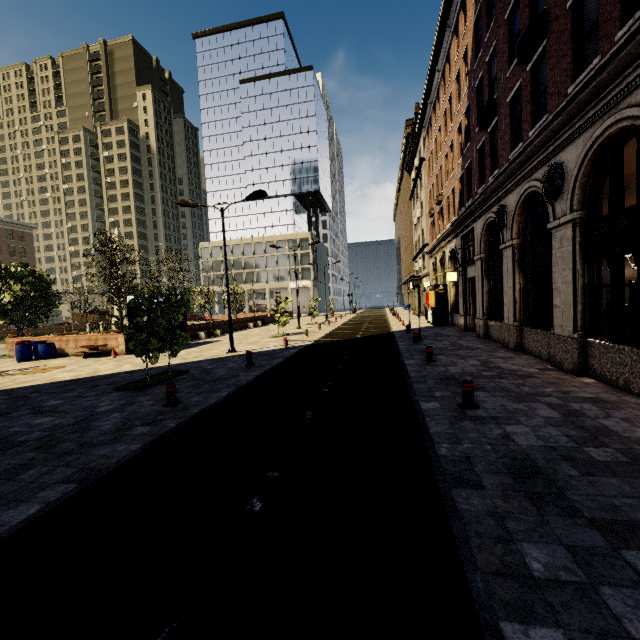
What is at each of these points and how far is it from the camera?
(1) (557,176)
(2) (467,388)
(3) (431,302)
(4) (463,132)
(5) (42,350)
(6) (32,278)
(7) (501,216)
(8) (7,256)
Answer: (1) air conditioner, 8.8m
(2) metal bar, 6.6m
(3) atm, 24.6m
(4) building, 18.4m
(5) barrel, 17.9m
(6) tree, 19.8m
(7) air conditioner, 12.8m
(8) building, 56.4m

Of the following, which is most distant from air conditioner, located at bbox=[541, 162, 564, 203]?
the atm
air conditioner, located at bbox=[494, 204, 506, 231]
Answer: the atm

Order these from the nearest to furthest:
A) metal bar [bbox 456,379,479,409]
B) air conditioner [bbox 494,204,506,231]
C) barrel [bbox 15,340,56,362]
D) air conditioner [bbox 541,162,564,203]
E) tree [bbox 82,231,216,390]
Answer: metal bar [bbox 456,379,479,409]
air conditioner [bbox 541,162,564,203]
tree [bbox 82,231,216,390]
air conditioner [bbox 494,204,506,231]
barrel [bbox 15,340,56,362]

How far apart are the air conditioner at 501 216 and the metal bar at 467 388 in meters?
8.6 m

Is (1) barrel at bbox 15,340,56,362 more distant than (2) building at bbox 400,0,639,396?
Yes

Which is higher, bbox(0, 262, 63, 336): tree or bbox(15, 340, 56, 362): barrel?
bbox(0, 262, 63, 336): tree

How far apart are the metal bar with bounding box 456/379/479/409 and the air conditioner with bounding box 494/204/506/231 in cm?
857

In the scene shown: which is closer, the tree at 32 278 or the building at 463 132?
the building at 463 132
